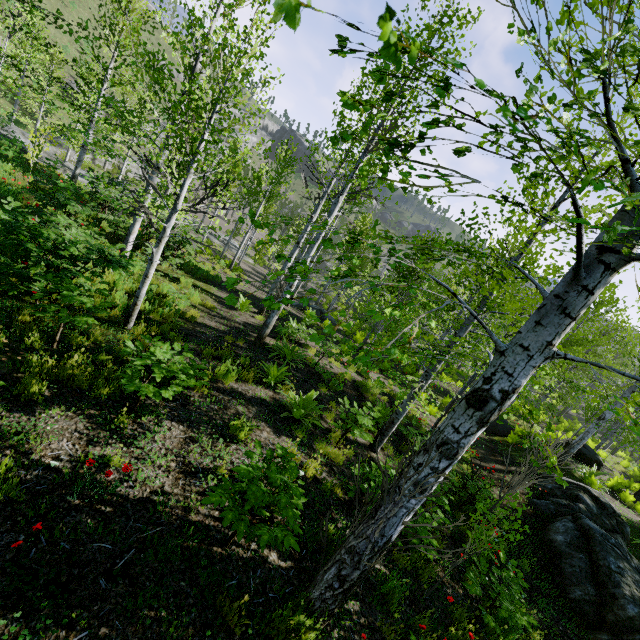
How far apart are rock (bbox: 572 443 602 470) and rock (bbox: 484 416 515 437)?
3.7m

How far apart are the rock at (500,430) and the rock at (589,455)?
3.7m

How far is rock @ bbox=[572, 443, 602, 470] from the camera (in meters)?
15.68

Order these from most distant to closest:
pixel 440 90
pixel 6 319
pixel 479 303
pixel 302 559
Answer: pixel 479 303
pixel 6 319
pixel 302 559
pixel 440 90

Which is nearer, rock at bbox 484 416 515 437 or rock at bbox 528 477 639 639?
rock at bbox 528 477 639 639

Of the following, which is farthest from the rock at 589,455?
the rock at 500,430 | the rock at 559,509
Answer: the rock at 559,509

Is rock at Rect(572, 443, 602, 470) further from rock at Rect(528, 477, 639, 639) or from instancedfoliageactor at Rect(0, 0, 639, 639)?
rock at Rect(528, 477, 639, 639)

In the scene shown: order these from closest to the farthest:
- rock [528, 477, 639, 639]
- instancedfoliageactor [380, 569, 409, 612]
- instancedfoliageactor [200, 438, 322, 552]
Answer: instancedfoliageactor [200, 438, 322, 552] < instancedfoliageactor [380, 569, 409, 612] < rock [528, 477, 639, 639]
